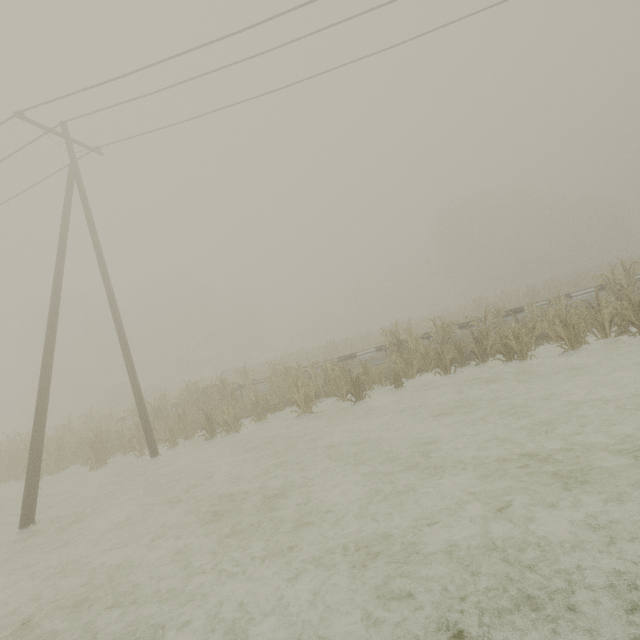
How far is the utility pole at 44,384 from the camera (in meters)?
7.81

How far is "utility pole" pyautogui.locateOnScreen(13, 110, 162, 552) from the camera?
7.81m

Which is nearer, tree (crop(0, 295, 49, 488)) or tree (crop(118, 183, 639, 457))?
tree (crop(118, 183, 639, 457))

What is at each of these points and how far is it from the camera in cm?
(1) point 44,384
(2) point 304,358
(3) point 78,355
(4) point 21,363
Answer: (1) utility pole, 875
(2) tree, 2773
(3) tree, 4062
(4) tree, 4675

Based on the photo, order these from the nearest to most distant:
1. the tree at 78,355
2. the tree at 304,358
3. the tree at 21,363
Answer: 1. the tree at 304,358
2. the tree at 78,355
3. the tree at 21,363

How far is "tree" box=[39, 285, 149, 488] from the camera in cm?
1315

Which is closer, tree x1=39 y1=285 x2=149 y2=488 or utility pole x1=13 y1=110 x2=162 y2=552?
utility pole x1=13 y1=110 x2=162 y2=552
